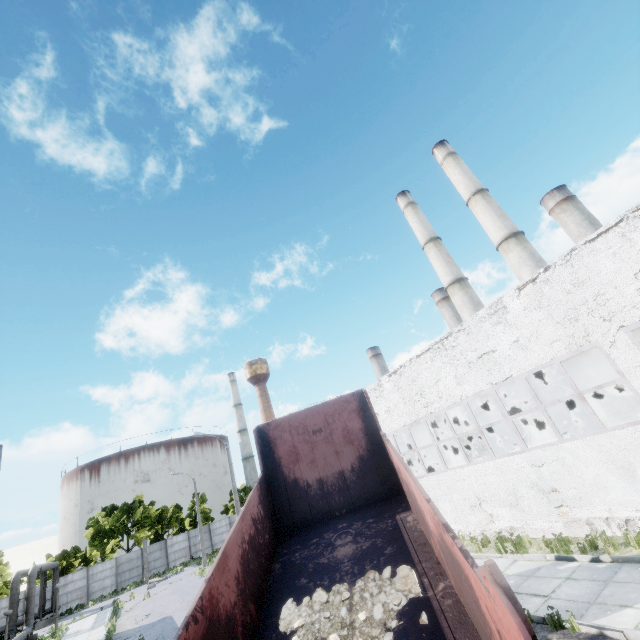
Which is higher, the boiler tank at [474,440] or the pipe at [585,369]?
the pipe at [585,369]

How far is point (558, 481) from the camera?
10.80m

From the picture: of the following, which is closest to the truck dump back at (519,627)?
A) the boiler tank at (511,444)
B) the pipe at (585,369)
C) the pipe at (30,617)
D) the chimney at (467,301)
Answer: the pipe at (585,369)

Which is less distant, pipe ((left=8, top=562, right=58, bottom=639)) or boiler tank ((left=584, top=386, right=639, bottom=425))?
boiler tank ((left=584, top=386, right=639, bottom=425))

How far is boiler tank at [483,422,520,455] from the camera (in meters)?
23.28

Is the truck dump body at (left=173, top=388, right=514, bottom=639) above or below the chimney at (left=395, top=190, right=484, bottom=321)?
below

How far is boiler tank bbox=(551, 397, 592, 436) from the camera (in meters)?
15.77
